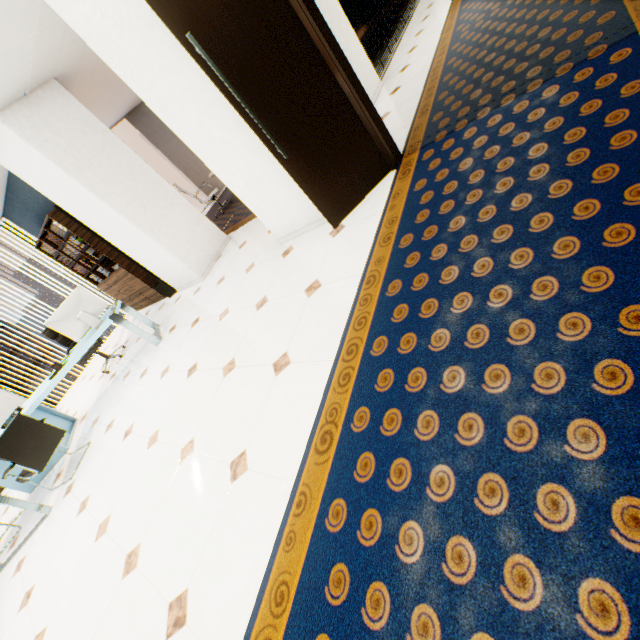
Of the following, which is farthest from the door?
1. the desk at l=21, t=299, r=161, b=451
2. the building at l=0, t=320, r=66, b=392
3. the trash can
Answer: the building at l=0, t=320, r=66, b=392

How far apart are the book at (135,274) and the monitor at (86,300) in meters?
1.5 m

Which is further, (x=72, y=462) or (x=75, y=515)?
(x=72, y=462)

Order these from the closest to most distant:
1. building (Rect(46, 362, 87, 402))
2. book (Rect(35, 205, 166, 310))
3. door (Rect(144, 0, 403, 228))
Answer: door (Rect(144, 0, 403, 228)) → book (Rect(35, 205, 166, 310)) → building (Rect(46, 362, 87, 402))

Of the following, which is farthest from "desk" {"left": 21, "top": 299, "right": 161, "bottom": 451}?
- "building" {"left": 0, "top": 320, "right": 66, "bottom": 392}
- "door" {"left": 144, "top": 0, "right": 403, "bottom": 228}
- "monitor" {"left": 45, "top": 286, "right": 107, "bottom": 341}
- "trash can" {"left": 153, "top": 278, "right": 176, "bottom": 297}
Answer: "building" {"left": 0, "top": 320, "right": 66, "bottom": 392}

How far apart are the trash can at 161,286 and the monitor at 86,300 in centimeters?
137cm

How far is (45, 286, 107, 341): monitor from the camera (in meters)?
4.24

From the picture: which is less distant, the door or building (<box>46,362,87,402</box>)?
the door
